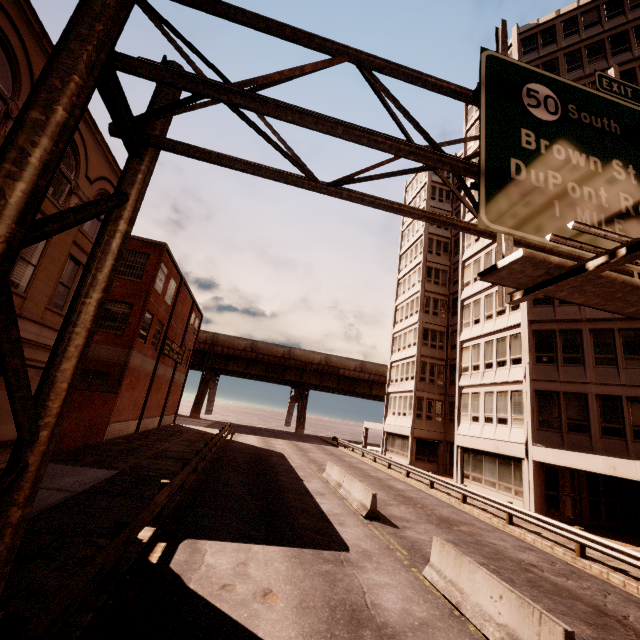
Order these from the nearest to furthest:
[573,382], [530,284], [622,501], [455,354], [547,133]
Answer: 1. [530,284]
2. [547,133]
3. [573,382]
4. [622,501]
5. [455,354]

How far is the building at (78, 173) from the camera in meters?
11.8

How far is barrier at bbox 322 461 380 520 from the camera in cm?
1330

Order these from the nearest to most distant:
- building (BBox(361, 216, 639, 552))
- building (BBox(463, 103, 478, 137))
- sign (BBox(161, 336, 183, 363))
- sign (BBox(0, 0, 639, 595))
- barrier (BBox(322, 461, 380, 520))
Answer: sign (BBox(0, 0, 639, 595)) < barrier (BBox(322, 461, 380, 520)) < building (BBox(361, 216, 639, 552)) < sign (BBox(161, 336, 183, 363)) < building (BBox(463, 103, 478, 137))

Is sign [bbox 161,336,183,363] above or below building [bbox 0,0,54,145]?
below

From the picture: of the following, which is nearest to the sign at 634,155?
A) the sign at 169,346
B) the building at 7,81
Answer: the building at 7,81

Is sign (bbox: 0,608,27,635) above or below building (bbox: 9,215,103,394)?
below

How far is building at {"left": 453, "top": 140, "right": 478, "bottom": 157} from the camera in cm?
3080
